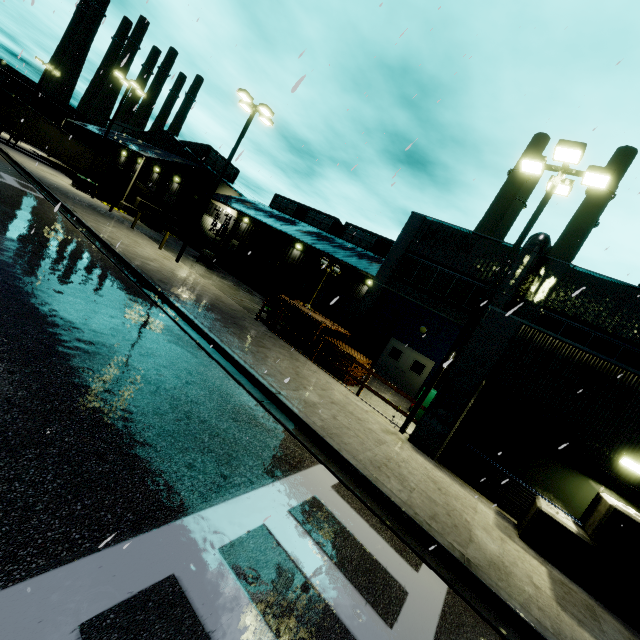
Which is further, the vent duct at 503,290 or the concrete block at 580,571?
the vent duct at 503,290

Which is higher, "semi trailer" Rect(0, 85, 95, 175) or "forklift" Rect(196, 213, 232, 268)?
"semi trailer" Rect(0, 85, 95, 175)

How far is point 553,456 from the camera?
8.79m

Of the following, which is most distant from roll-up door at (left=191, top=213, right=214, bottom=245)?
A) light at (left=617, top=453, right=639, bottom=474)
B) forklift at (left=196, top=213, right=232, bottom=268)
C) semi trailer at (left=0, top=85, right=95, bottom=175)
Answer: light at (left=617, top=453, right=639, bottom=474)

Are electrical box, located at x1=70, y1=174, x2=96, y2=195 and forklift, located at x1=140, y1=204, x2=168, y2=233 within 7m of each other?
yes

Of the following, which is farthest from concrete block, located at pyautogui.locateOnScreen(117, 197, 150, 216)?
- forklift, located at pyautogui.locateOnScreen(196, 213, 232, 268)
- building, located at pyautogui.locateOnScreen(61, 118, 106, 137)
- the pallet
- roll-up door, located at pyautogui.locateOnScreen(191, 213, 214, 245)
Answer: forklift, located at pyautogui.locateOnScreen(196, 213, 232, 268)

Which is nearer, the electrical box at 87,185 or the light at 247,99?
the light at 247,99

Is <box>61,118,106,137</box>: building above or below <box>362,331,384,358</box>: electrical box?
above
